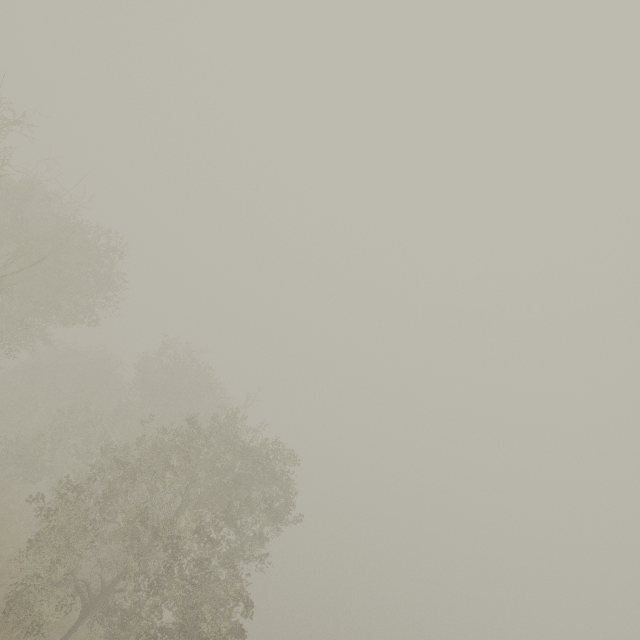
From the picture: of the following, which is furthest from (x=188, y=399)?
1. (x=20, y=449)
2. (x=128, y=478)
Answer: (x=20, y=449)
